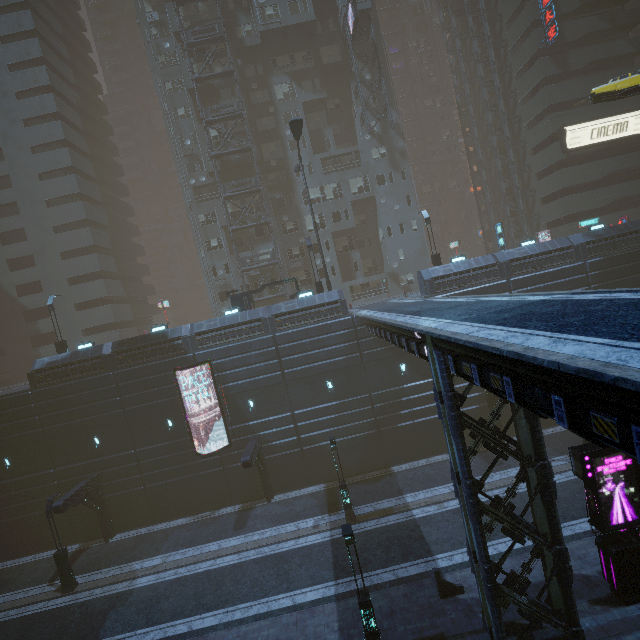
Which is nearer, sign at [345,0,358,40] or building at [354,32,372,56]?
sign at [345,0,358,40]

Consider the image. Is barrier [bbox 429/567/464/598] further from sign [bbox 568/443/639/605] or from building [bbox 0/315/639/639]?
sign [bbox 568/443/639/605]

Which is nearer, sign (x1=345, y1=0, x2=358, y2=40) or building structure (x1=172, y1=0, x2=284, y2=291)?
sign (x1=345, y1=0, x2=358, y2=40)

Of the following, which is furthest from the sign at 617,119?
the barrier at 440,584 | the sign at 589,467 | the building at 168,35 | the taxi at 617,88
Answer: the barrier at 440,584

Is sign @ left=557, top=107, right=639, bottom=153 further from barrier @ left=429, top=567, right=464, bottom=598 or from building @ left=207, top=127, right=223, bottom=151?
barrier @ left=429, top=567, right=464, bottom=598

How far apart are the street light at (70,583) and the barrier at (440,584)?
20.8m

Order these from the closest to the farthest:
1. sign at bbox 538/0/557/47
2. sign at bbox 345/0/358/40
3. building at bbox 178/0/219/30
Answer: sign at bbox 345/0/358/40 < sign at bbox 538/0/557/47 < building at bbox 178/0/219/30

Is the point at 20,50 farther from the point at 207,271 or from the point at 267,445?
the point at 267,445
